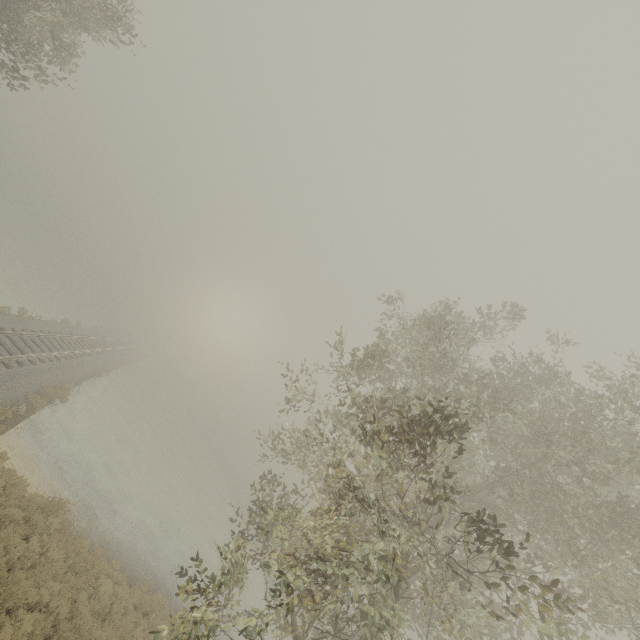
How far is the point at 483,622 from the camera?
10.2 meters
